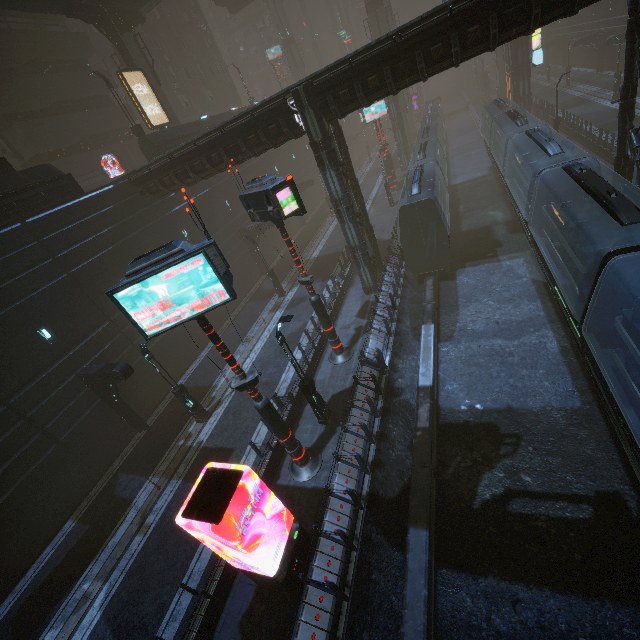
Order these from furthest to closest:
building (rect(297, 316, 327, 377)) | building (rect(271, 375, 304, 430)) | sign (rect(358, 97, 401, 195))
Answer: sign (rect(358, 97, 401, 195)) → building (rect(297, 316, 327, 377)) → building (rect(271, 375, 304, 430))

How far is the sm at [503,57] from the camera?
40.78m

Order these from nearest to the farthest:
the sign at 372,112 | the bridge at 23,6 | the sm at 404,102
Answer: the bridge at 23,6 < the sign at 372,112 < the sm at 404,102

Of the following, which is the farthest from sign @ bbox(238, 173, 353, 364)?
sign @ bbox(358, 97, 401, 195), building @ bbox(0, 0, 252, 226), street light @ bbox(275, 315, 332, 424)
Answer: sign @ bbox(358, 97, 401, 195)

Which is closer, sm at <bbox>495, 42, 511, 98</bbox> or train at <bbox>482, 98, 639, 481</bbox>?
train at <bbox>482, 98, 639, 481</bbox>

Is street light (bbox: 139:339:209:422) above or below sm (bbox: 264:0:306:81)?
below

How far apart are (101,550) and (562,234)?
24.5 meters

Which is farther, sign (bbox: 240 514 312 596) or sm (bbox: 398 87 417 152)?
sm (bbox: 398 87 417 152)
